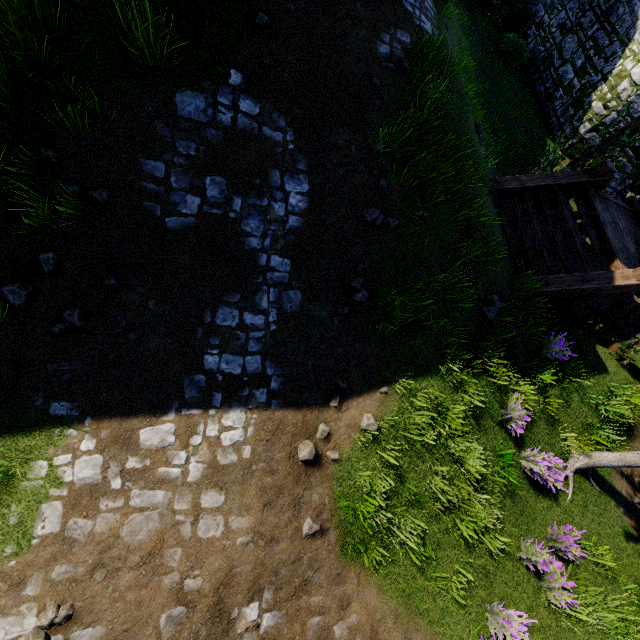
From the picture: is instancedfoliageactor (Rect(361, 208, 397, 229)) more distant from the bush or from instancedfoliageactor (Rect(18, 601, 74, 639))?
the bush

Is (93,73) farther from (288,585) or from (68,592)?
(288,585)

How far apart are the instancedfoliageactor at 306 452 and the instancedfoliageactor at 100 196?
4.36m

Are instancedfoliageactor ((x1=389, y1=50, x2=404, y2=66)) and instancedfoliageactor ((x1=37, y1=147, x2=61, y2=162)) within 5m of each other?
no

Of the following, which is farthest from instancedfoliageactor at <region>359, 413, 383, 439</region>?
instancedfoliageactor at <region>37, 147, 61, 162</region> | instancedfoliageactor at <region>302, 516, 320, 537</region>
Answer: instancedfoliageactor at <region>37, 147, 61, 162</region>

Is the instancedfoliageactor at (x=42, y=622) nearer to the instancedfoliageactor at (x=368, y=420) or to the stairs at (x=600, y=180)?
the instancedfoliageactor at (x=368, y=420)

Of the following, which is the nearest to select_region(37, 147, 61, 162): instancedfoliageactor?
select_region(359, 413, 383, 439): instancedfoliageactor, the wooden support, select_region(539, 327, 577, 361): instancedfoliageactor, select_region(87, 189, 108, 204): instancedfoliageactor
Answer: select_region(87, 189, 108, 204): instancedfoliageactor

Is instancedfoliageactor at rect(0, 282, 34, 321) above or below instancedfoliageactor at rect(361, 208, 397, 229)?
below
